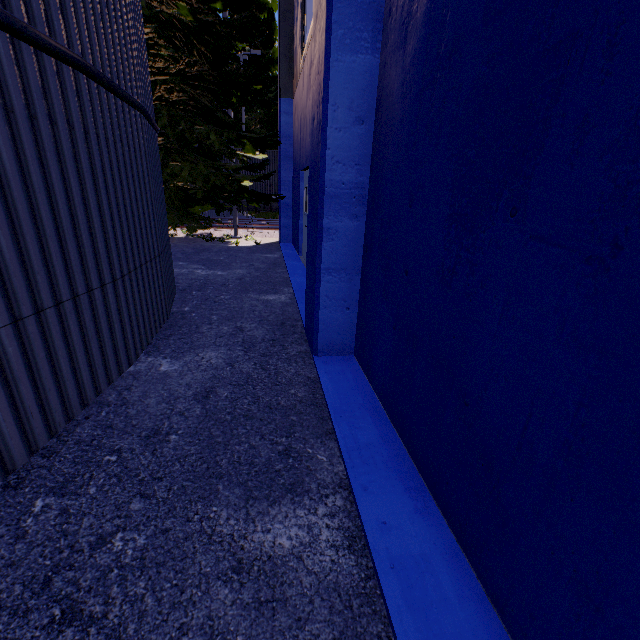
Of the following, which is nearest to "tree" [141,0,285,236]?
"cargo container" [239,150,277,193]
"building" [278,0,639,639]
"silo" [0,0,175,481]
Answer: "silo" [0,0,175,481]

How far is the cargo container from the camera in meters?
18.3 m

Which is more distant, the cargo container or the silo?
the cargo container

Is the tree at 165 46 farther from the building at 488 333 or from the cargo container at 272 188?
the cargo container at 272 188

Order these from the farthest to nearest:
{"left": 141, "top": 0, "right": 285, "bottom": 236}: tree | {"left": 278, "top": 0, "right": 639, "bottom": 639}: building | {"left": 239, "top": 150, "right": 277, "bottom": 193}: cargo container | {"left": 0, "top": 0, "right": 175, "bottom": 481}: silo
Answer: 1. {"left": 239, "top": 150, "right": 277, "bottom": 193}: cargo container
2. {"left": 141, "top": 0, "right": 285, "bottom": 236}: tree
3. {"left": 0, "top": 0, "right": 175, "bottom": 481}: silo
4. {"left": 278, "top": 0, "right": 639, "bottom": 639}: building

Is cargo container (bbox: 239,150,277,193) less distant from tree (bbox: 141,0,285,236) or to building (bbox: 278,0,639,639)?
building (bbox: 278,0,639,639)

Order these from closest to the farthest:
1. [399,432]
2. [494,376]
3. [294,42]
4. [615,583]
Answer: [615,583] → [494,376] → [399,432] → [294,42]

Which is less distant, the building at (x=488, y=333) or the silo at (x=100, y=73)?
the building at (x=488, y=333)
